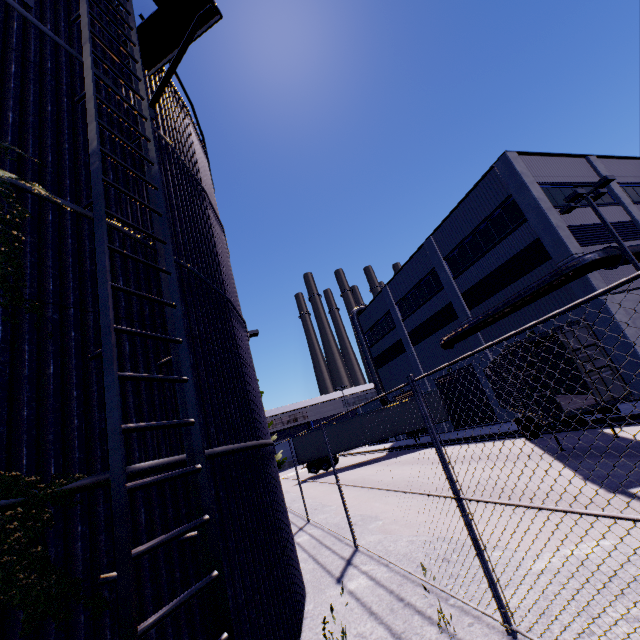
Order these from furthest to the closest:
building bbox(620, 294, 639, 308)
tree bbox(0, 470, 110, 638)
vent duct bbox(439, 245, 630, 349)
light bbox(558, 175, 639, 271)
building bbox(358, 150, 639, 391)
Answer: building bbox(358, 150, 639, 391) < building bbox(620, 294, 639, 308) < vent duct bbox(439, 245, 630, 349) < light bbox(558, 175, 639, 271) < tree bbox(0, 470, 110, 638)

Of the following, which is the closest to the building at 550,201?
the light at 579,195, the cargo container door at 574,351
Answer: the light at 579,195

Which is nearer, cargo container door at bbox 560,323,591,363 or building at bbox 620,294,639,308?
cargo container door at bbox 560,323,591,363

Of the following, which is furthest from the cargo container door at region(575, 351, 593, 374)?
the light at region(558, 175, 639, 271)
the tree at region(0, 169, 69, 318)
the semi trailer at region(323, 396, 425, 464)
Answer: the light at region(558, 175, 639, 271)

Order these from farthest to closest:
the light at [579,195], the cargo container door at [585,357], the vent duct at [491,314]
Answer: the vent duct at [491,314], the light at [579,195], the cargo container door at [585,357]

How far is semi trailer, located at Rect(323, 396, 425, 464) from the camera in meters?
25.6

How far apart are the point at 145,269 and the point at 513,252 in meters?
21.6
